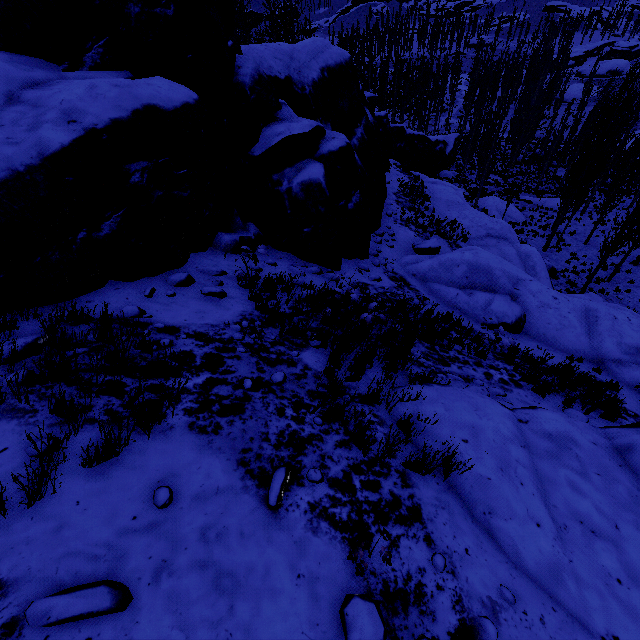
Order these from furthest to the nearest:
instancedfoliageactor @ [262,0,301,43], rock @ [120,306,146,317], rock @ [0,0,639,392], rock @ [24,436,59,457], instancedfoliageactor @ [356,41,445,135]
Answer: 1. instancedfoliageactor @ [356,41,445,135]
2. instancedfoliageactor @ [262,0,301,43]
3. rock @ [120,306,146,317]
4. rock @ [0,0,639,392]
5. rock @ [24,436,59,457]

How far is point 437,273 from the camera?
13.3 meters

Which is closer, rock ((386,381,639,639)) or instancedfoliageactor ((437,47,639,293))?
rock ((386,381,639,639))

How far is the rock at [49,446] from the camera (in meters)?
2.61

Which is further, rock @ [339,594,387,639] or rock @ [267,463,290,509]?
rock @ [267,463,290,509]
